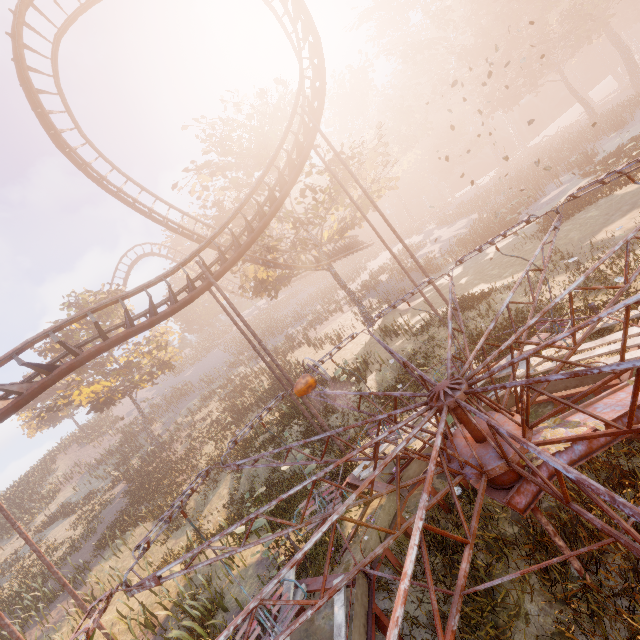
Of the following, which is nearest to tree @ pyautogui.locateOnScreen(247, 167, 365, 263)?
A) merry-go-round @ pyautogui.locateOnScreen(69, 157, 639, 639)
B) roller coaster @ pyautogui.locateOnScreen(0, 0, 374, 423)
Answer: roller coaster @ pyautogui.locateOnScreen(0, 0, 374, 423)

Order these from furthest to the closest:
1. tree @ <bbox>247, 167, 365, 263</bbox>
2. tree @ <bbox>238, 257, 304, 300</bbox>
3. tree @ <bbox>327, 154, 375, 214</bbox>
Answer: tree @ <bbox>238, 257, 304, 300</bbox> < tree @ <bbox>247, 167, 365, 263</bbox> < tree @ <bbox>327, 154, 375, 214</bbox>

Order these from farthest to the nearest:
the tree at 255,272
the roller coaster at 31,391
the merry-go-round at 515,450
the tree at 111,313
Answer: the tree at 111,313 < the tree at 255,272 < the roller coaster at 31,391 < the merry-go-round at 515,450

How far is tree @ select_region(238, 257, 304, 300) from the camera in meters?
23.7

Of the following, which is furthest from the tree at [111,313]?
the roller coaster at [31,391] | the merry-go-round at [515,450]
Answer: the merry-go-round at [515,450]

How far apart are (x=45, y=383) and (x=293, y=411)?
12.0m
